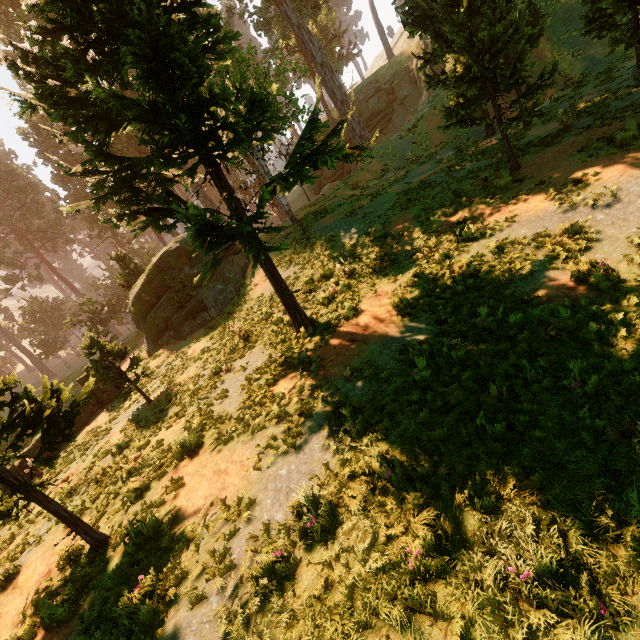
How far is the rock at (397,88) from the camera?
35.3m

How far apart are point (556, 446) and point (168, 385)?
14.0 meters

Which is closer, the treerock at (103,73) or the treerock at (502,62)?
the treerock at (103,73)

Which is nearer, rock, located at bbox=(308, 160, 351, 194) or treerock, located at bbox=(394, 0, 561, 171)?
treerock, located at bbox=(394, 0, 561, 171)

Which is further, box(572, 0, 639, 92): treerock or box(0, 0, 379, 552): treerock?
box(572, 0, 639, 92): treerock

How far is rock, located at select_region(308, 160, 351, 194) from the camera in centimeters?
4209cm

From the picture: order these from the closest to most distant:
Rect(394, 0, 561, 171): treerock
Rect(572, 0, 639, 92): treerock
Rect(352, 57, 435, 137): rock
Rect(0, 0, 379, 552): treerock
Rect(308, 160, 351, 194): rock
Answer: Rect(0, 0, 379, 552): treerock, Rect(394, 0, 561, 171): treerock, Rect(572, 0, 639, 92): treerock, Rect(352, 57, 435, 137): rock, Rect(308, 160, 351, 194): rock
